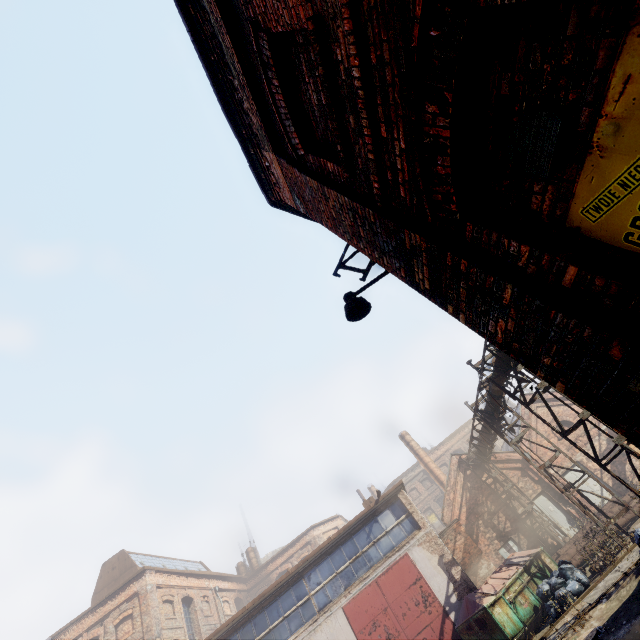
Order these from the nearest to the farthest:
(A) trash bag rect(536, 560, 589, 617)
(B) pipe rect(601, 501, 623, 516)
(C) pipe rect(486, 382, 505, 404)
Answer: (A) trash bag rect(536, 560, 589, 617)
(C) pipe rect(486, 382, 505, 404)
(B) pipe rect(601, 501, 623, 516)

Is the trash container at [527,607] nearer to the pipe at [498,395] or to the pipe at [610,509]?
the pipe at [610,509]

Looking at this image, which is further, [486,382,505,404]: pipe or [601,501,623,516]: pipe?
[601,501,623,516]: pipe

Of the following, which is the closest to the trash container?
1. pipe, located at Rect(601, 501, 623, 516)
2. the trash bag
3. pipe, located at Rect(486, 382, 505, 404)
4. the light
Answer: the trash bag

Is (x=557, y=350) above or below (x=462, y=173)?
below

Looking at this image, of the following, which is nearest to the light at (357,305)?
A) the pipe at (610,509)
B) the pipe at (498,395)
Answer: the pipe at (498,395)

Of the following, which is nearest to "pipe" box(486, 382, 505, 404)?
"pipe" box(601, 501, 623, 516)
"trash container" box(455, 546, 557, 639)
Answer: "pipe" box(601, 501, 623, 516)

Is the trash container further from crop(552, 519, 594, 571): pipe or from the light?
the light
